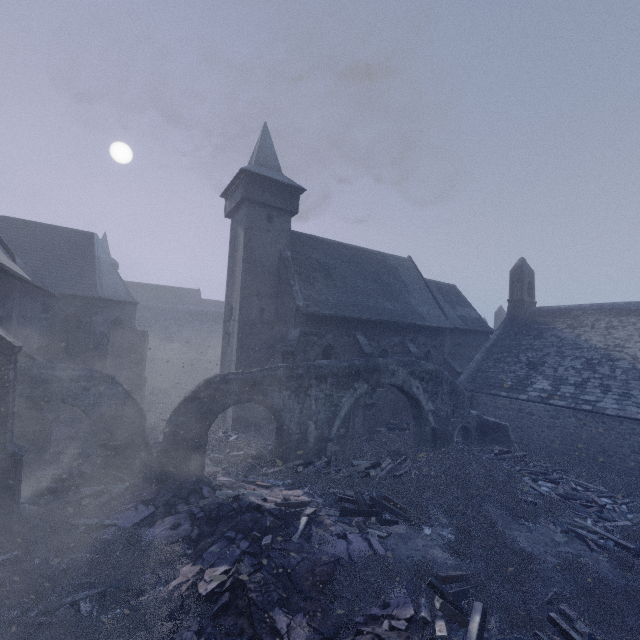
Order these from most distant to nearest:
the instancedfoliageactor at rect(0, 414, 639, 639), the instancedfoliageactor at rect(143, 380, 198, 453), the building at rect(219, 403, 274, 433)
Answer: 1. the building at rect(219, 403, 274, 433)
2. the instancedfoliageactor at rect(143, 380, 198, 453)
3. the instancedfoliageactor at rect(0, 414, 639, 639)

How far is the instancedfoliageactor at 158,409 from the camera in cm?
1673

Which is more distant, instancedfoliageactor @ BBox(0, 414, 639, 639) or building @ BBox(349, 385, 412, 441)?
building @ BBox(349, 385, 412, 441)

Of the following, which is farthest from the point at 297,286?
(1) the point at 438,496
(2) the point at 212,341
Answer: (2) the point at 212,341

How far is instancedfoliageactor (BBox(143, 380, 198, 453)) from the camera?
16.7 meters

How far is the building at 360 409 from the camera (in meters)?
18.48

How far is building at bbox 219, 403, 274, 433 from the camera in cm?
1827
